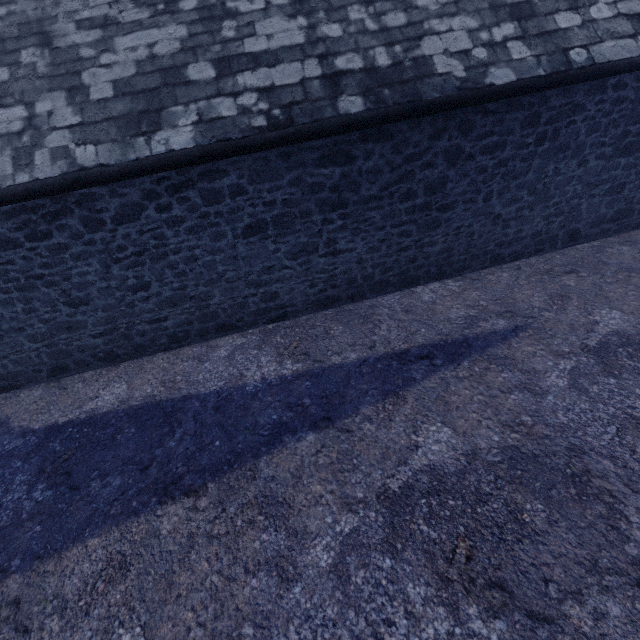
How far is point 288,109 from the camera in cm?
398
